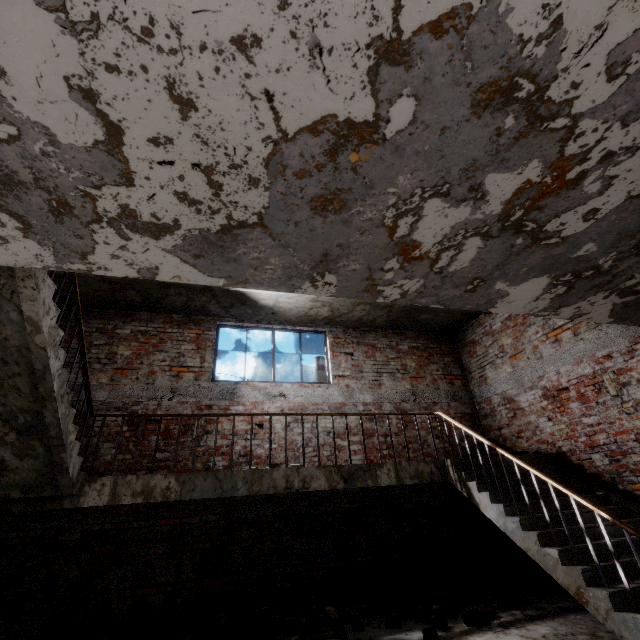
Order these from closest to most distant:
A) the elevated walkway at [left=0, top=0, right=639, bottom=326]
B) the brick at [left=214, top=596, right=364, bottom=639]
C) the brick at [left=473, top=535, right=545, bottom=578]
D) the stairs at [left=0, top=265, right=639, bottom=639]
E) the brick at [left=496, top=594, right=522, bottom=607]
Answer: the elevated walkway at [left=0, top=0, right=639, bottom=326] < the stairs at [left=0, top=265, right=639, bottom=639] < the brick at [left=214, top=596, right=364, bottom=639] < the brick at [left=496, top=594, right=522, bottom=607] < the brick at [left=473, top=535, right=545, bottom=578]

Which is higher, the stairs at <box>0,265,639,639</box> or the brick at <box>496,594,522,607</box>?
the stairs at <box>0,265,639,639</box>

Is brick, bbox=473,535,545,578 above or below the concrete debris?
below

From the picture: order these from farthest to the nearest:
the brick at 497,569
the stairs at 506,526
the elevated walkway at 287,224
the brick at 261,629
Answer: the brick at 497,569
the brick at 261,629
the stairs at 506,526
the elevated walkway at 287,224

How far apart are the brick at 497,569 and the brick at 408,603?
2.8m

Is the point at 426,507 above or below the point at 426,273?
below

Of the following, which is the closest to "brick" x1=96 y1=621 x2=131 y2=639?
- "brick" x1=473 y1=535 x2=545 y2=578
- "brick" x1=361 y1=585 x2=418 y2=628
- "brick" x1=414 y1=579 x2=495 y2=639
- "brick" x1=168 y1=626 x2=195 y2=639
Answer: "brick" x1=168 y1=626 x2=195 y2=639

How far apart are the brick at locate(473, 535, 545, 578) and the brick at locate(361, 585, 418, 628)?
2.8 meters
